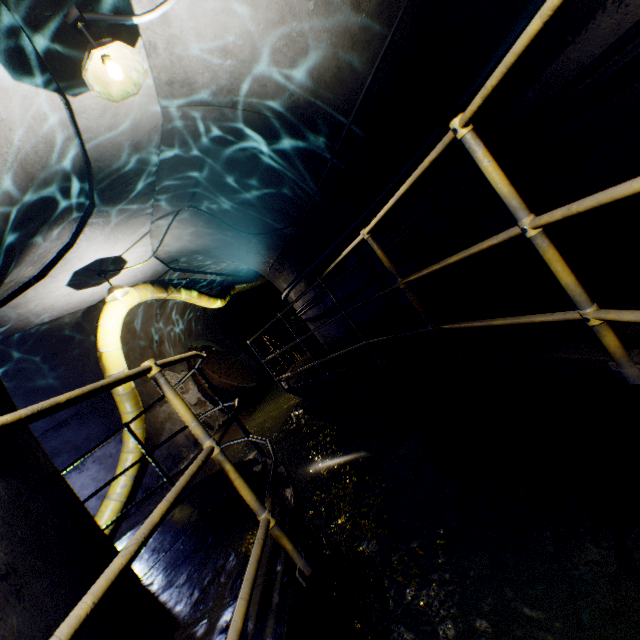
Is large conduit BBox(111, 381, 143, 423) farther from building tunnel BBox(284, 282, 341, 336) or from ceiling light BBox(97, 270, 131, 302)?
ceiling light BBox(97, 270, 131, 302)

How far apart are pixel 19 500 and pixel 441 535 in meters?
2.9

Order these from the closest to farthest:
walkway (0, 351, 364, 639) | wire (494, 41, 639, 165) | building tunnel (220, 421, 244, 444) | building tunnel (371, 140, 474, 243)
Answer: walkway (0, 351, 364, 639) < wire (494, 41, 639, 165) < building tunnel (371, 140, 474, 243) < building tunnel (220, 421, 244, 444)

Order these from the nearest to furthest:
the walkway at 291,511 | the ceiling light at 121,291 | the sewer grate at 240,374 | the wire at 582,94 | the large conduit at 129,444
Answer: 1. the walkway at 291,511
2. the wire at 582,94
3. the ceiling light at 121,291
4. the large conduit at 129,444
5. the sewer grate at 240,374

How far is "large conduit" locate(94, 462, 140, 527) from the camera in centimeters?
639cm

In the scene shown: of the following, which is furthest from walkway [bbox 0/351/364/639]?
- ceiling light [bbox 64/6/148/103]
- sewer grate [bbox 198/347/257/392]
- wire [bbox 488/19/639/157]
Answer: sewer grate [bbox 198/347/257/392]

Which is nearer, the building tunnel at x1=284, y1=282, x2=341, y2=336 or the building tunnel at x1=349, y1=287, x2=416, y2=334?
the building tunnel at x1=349, y1=287, x2=416, y2=334

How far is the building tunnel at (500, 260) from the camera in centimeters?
318cm
